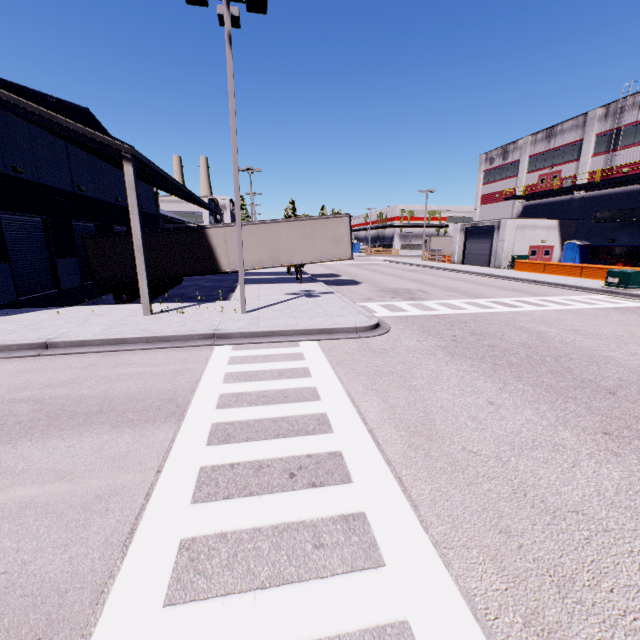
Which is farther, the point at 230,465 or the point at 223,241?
the point at 223,241

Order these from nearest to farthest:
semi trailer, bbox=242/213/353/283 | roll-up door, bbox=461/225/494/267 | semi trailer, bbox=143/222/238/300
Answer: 1. semi trailer, bbox=143/222/238/300
2. semi trailer, bbox=242/213/353/283
3. roll-up door, bbox=461/225/494/267

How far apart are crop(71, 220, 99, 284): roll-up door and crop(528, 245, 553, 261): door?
36.85m

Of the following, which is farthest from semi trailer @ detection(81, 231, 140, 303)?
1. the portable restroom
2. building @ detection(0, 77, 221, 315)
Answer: the portable restroom

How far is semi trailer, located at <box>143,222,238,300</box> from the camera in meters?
18.4

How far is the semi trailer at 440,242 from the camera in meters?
53.3 m

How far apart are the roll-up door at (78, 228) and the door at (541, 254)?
36.85m

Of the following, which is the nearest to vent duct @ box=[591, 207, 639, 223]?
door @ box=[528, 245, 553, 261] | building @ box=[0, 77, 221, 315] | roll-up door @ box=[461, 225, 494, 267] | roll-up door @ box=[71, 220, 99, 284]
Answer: building @ box=[0, 77, 221, 315]
